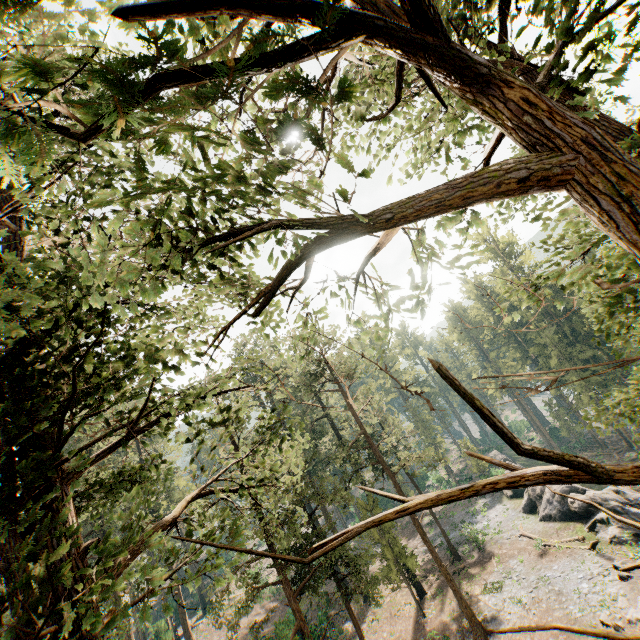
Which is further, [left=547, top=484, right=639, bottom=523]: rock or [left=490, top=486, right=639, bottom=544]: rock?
[left=547, top=484, right=639, bottom=523]: rock

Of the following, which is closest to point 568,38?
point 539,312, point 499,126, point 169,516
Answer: point 499,126

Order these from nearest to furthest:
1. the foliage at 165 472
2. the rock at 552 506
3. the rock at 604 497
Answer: the foliage at 165 472, the rock at 552 506, the rock at 604 497

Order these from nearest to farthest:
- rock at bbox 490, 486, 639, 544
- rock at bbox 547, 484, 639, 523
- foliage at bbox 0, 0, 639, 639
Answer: foliage at bbox 0, 0, 639, 639 < rock at bbox 490, 486, 639, 544 < rock at bbox 547, 484, 639, 523

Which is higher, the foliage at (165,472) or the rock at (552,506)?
the foliage at (165,472)

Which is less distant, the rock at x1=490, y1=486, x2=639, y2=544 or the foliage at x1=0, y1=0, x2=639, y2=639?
the foliage at x1=0, y1=0, x2=639, y2=639

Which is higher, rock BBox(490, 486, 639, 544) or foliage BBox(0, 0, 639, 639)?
foliage BBox(0, 0, 639, 639)
